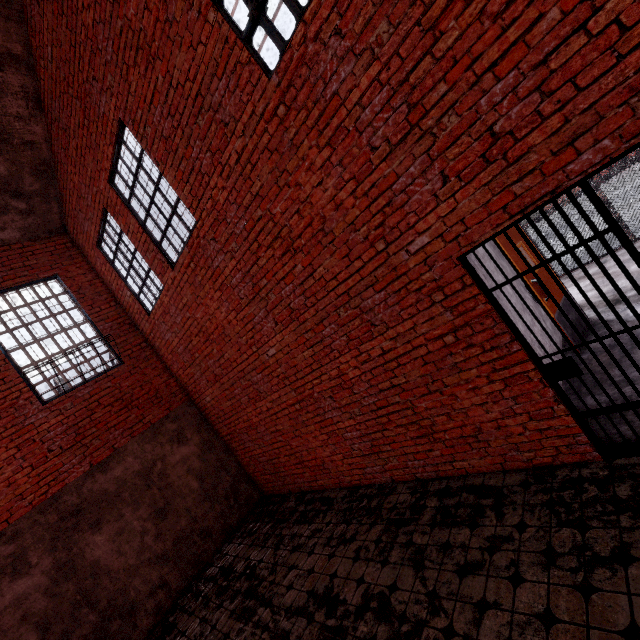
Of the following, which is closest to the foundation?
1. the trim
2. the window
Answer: the trim

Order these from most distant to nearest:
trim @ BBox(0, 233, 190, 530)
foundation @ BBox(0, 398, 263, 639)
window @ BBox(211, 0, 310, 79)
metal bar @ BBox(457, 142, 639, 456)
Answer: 1. trim @ BBox(0, 233, 190, 530)
2. foundation @ BBox(0, 398, 263, 639)
3. window @ BBox(211, 0, 310, 79)
4. metal bar @ BBox(457, 142, 639, 456)

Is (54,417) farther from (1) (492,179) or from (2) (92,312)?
(1) (492,179)

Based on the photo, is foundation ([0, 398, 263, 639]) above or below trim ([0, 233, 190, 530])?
below

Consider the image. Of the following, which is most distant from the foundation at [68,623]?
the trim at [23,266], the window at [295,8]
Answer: the window at [295,8]

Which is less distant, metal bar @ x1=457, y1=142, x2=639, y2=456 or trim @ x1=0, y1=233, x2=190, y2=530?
metal bar @ x1=457, y1=142, x2=639, y2=456
